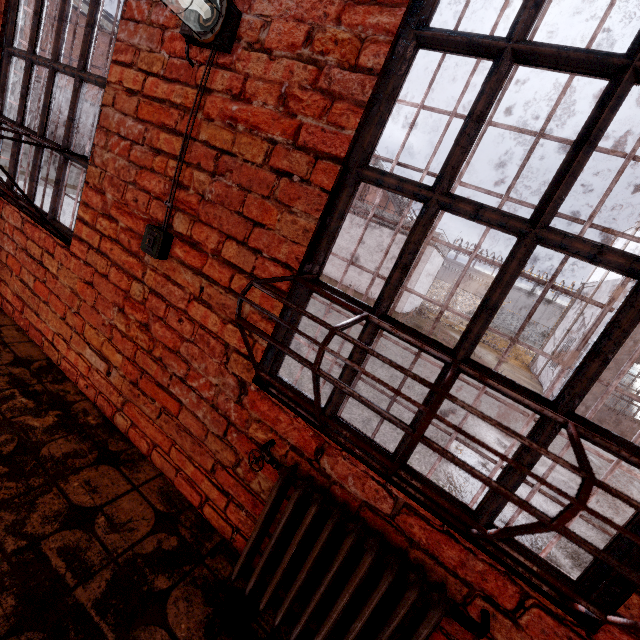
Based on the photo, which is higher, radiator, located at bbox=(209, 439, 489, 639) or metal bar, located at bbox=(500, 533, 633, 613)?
metal bar, located at bbox=(500, 533, 633, 613)

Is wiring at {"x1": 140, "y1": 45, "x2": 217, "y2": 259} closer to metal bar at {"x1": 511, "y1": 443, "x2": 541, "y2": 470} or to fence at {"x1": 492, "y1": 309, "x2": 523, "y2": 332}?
metal bar at {"x1": 511, "y1": 443, "x2": 541, "y2": 470}

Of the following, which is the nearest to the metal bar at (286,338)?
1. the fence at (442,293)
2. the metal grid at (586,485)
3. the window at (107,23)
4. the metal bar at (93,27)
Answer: the metal grid at (586,485)

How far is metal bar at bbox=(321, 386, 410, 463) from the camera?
1.22m

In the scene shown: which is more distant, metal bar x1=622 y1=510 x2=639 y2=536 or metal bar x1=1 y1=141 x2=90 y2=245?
metal bar x1=1 y1=141 x2=90 y2=245

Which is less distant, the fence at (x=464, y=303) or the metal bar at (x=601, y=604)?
the metal bar at (x=601, y=604)

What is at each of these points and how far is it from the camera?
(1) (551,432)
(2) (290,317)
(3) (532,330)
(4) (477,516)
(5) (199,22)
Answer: (1) metal bar, 1.0 meters
(2) metal bar, 1.4 meters
(3) fence, 57.1 meters
(4) metal bar, 1.1 meters
(5) light fixture, 1.4 meters

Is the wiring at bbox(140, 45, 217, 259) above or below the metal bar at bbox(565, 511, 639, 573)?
above
